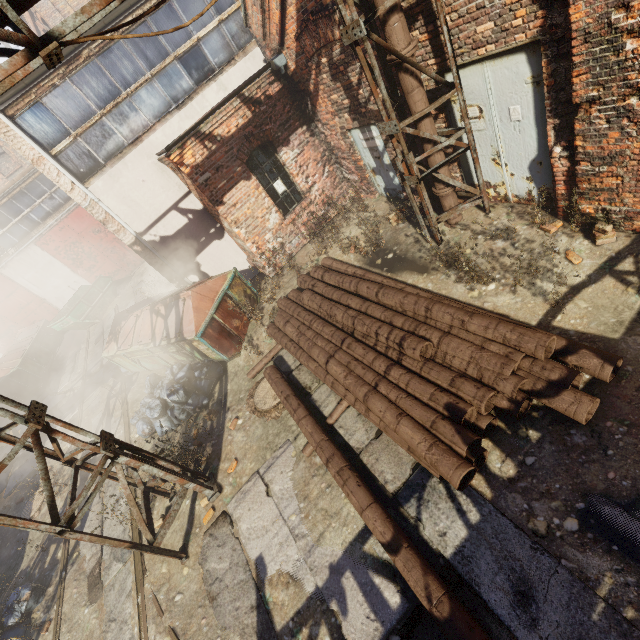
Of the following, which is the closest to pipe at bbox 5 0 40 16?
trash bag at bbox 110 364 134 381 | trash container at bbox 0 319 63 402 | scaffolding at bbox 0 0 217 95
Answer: scaffolding at bbox 0 0 217 95

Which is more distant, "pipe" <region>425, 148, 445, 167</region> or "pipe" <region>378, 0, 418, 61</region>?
"pipe" <region>425, 148, 445, 167</region>

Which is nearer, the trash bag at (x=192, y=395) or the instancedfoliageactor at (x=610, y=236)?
the instancedfoliageactor at (x=610, y=236)

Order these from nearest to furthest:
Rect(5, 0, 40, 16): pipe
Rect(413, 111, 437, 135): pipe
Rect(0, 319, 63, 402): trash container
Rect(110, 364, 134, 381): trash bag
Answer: Rect(5, 0, 40, 16): pipe → Rect(413, 111, 437, 135): pipe → Rect(110, 364, 134, 381): trash bag → Rect(0, 319, 63, 402): trash container

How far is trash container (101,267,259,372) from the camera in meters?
7.5

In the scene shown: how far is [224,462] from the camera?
6.29m

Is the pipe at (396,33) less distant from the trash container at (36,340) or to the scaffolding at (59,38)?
the scaffolding at (59,38)

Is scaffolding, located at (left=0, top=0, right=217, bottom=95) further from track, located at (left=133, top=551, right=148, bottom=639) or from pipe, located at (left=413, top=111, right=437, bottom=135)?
track, located at (left=133, top=551, right=148, bottom=639)
